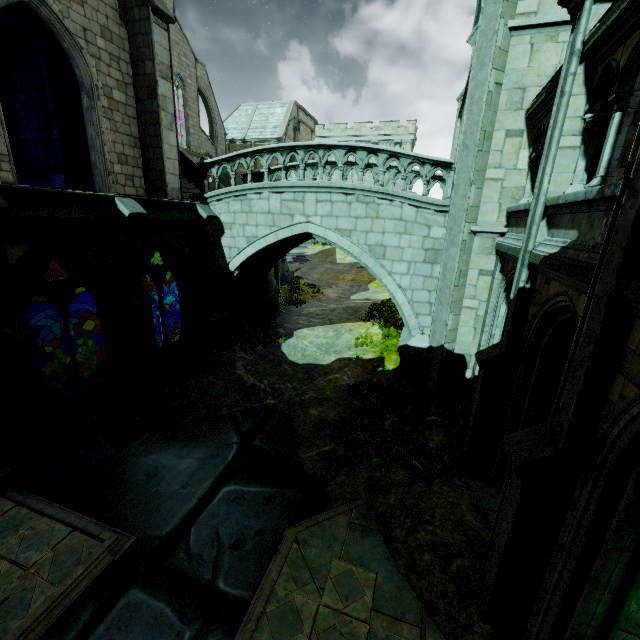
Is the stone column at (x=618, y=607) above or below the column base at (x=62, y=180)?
below

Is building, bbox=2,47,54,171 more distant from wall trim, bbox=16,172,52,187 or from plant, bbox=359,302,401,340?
plant, bbox=359,302,401,340

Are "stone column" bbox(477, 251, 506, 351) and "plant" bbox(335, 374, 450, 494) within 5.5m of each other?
yes

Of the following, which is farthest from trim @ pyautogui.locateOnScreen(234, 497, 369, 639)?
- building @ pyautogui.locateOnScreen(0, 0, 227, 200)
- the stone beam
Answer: the stone beam

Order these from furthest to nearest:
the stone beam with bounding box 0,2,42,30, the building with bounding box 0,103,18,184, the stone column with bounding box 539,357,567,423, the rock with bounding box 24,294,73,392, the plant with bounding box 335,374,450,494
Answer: the rock with bounding box 24,294,73,392 → the stone beam with bounding box 0,2,42,30 → the building with bounding box 0,103,18,184 → the plant with bounding box 335,374,450,494 → the stone column with bounding box 539,357,567,423

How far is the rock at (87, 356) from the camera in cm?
1574

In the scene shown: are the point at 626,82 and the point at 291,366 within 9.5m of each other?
no

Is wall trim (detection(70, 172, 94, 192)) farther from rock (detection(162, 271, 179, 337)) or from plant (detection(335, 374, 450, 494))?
plant (detection(335, 374, 450, 494))
